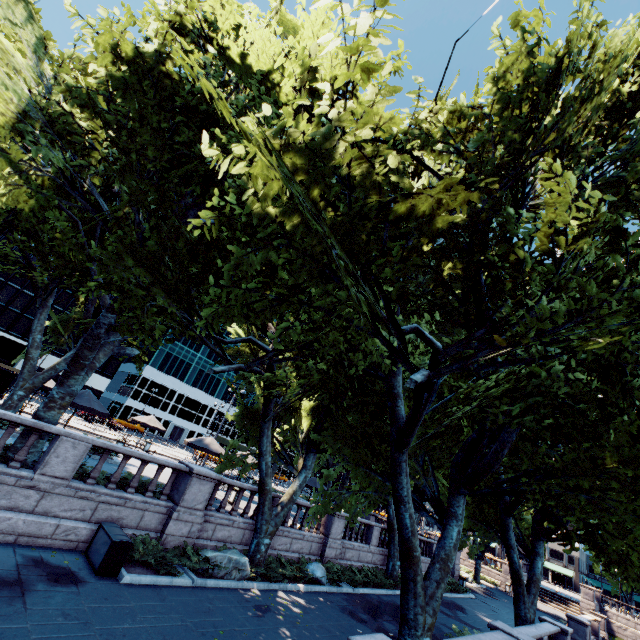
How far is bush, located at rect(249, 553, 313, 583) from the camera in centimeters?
1334cm

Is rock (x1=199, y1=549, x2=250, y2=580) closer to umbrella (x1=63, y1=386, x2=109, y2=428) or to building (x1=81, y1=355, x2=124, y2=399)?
umbrella (x1=63, y1=386, x2=109, y2=428)

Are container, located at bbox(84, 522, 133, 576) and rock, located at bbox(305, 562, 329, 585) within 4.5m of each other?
no

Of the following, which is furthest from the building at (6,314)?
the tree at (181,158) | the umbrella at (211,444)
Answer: the umbrella at (211,444)

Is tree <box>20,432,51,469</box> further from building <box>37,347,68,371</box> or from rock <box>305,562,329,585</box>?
building <box>37,347,68,371</box>

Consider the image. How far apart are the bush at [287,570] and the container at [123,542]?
7.4m

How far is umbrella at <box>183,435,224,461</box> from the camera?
18.5 meters

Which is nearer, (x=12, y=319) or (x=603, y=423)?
(x=603, y=423)
